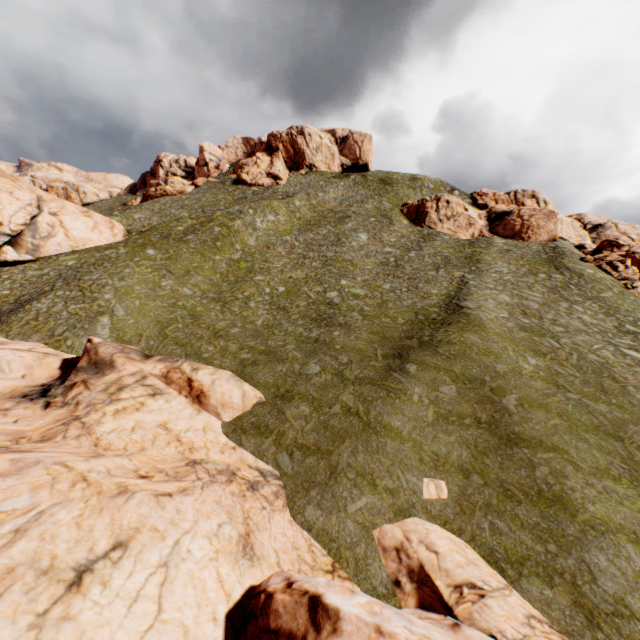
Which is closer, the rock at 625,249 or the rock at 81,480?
the rock at 81,480

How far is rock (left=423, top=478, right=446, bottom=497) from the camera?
13.5 meters

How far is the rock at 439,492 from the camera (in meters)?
13.49

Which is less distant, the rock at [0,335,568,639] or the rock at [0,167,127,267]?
the rock at [0,335,568,639]

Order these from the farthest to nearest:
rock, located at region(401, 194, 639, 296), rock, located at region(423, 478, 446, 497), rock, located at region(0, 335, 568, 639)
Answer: rock, located at region(401, 194, 639, 296), rock, located at region(423, 478, 446, 497), rock, located at region(0, 335, 568, 639)

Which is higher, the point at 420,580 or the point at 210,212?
the point at 210,212

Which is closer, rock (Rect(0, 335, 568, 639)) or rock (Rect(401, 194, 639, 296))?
rock (Rect(0, 335, 568, 639))
